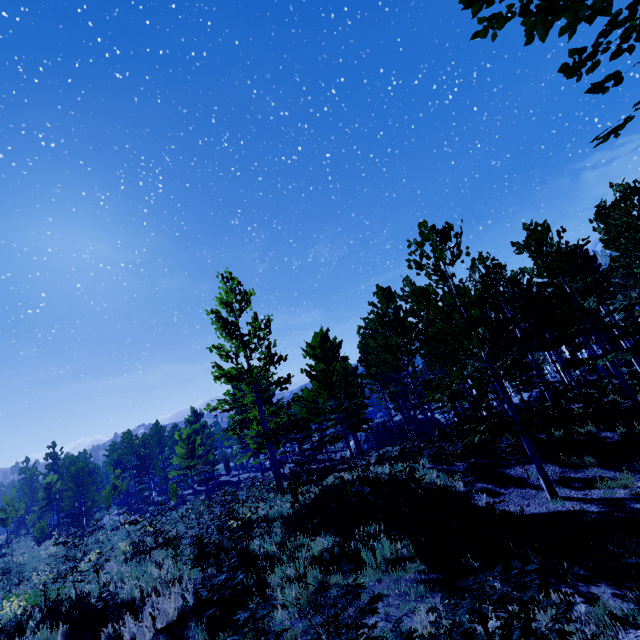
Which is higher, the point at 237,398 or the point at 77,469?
the point at 237,398

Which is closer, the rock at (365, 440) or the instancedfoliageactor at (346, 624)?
the instancedfoliageactor at (346, 624)

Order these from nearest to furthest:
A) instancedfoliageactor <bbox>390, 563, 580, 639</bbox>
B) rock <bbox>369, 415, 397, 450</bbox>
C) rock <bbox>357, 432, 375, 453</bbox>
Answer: instancedfoliageactor <bbox>390, 563, 580, 639</bbox>
rock <bbox>369, 415, 397, 450</bbox>
rock <bbox>357, 432, 375, 453</bbox>

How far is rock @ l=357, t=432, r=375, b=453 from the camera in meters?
35.0 m

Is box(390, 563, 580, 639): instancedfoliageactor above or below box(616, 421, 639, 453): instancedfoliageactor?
above

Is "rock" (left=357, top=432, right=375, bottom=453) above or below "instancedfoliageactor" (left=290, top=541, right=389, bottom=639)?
below

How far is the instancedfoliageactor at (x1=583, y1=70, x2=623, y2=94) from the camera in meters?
2.1 m

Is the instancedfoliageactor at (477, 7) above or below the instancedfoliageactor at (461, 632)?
above
